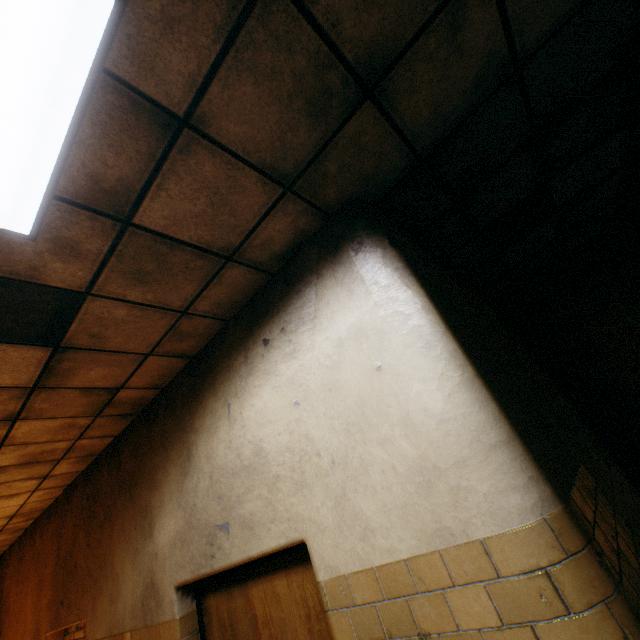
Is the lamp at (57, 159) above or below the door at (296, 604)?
above

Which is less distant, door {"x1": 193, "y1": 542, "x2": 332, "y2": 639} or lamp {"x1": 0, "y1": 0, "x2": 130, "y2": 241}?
lamp {"x1": 0, "y1": 0, "x2": 130, "y2": 241}

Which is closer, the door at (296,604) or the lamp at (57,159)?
the lamp at (57,159)

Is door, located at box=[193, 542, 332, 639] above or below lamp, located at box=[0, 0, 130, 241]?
below

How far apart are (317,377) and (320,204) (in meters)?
1.17
